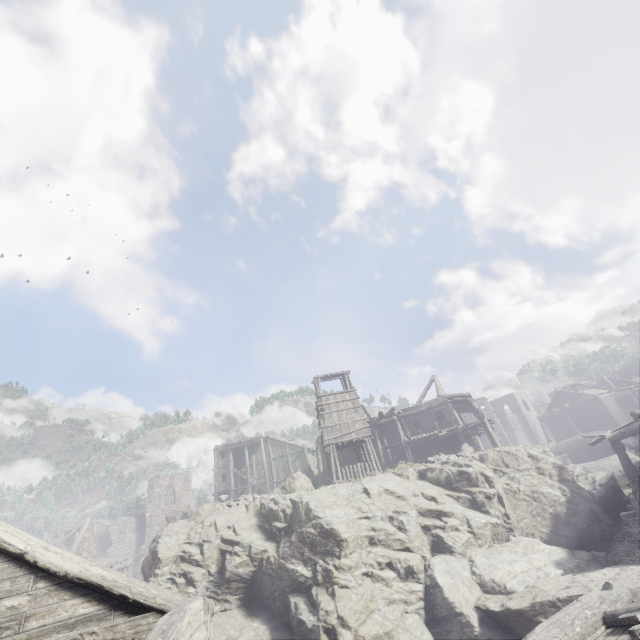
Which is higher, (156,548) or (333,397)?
(333,397)

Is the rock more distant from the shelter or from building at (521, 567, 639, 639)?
the shelter

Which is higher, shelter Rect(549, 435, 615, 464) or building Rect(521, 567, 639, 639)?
shelter Rect(549, 435, 615, 464)

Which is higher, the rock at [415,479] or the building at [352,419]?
the building at [352,419]

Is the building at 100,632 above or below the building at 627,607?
above

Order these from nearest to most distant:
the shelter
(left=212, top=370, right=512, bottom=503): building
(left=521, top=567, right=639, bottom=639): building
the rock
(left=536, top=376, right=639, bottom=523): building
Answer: (left=521, top=567, right=639, bottom=639): building < the rock < (left=536, top=376, right=639, bottom=523): building < (left=212, top=370, right=512, bottom=503): building < the shelter

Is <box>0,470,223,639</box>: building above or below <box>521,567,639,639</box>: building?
above
